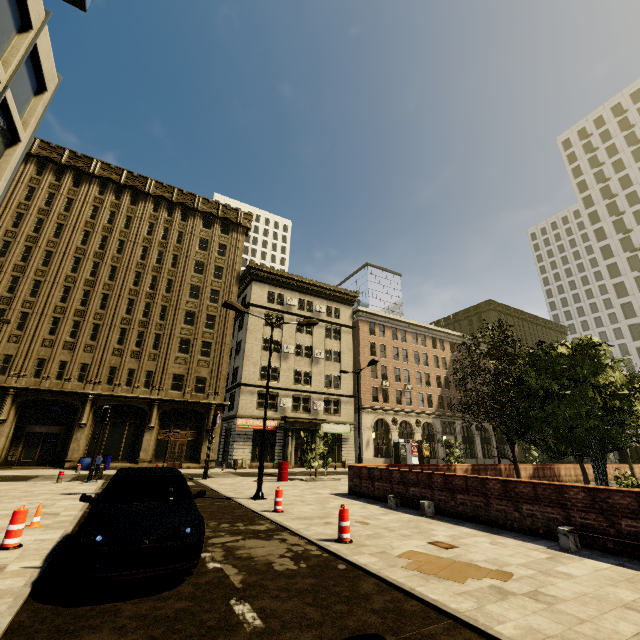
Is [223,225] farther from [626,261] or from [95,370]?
[626,261]

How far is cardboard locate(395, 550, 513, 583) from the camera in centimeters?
514cm

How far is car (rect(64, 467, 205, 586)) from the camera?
4.3 meters

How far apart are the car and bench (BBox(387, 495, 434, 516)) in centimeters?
706cm

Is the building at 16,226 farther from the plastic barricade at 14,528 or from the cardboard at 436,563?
the cardboard at 436,563

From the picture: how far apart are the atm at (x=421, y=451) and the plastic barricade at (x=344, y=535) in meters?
35.6 m

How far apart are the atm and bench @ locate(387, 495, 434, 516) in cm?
3048

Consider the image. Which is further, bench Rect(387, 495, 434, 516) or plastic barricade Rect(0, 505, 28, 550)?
bench Rect(387, 495, 434, 516)
